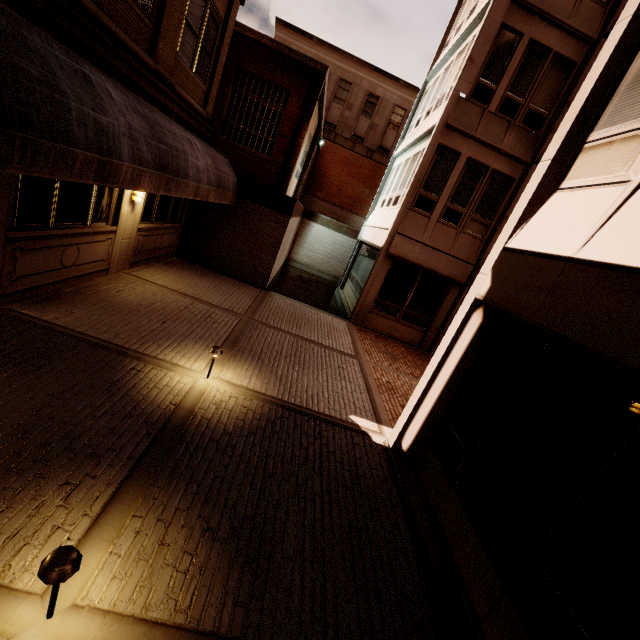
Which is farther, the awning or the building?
the building

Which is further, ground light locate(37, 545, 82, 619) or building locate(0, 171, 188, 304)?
building locate(0, 171, 188, 304)

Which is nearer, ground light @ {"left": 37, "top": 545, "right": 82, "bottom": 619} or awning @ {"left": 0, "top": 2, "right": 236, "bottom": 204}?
ground light @ {"left": 37, "top": 545, "right": 82, "bottom": 619}

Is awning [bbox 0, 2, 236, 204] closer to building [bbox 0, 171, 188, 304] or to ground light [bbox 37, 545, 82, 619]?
building [bbox 0, 171, 188, 304]

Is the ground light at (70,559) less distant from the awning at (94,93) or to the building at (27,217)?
the awning at (94,93)

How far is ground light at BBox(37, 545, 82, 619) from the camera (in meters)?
2.02

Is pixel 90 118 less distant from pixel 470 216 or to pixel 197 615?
pixel 197 615
